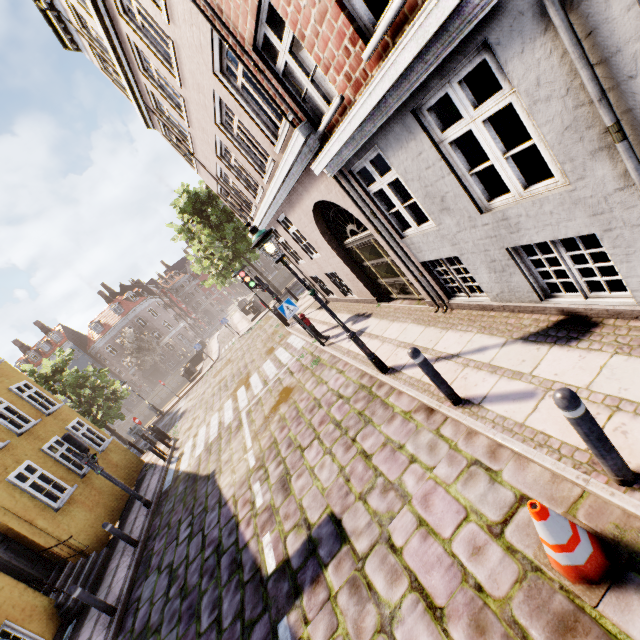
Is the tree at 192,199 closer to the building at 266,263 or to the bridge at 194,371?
the bridge at 194,371

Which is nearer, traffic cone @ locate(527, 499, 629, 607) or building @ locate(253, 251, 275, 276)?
traffic cone @ locate(527, 499, 629, 607)

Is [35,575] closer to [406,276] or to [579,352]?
[406,276]

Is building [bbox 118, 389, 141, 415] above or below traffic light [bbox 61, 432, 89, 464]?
below

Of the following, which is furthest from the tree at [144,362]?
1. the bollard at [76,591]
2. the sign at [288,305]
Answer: the bollard at [76,591]

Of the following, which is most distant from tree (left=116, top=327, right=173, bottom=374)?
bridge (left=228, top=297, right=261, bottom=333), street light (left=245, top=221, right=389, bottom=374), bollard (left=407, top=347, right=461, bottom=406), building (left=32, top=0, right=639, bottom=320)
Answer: bollard (left=407, top=347, right=461, bottom=406)

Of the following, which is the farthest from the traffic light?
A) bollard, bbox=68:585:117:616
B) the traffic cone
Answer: the traffic cone

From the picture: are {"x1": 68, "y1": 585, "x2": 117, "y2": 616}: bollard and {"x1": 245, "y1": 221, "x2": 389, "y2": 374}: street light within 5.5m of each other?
no
